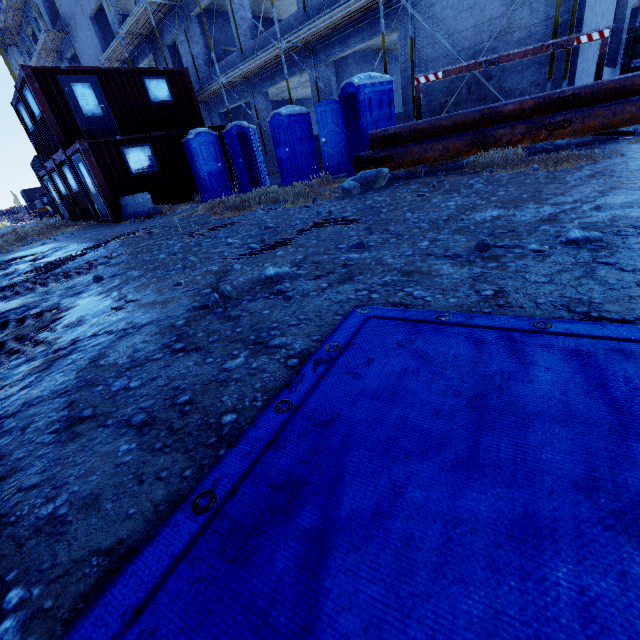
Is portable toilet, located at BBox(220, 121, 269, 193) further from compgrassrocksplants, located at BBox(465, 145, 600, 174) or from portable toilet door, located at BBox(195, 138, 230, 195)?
compgrassrocksplants, located at BBox(465, 145, 600, 174)

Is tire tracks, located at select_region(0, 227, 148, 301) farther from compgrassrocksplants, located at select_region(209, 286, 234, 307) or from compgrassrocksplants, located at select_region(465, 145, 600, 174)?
compgrassrocksplants, located at select_region(465, 145, 600, 174)

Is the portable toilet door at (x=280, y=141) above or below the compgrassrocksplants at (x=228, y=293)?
above

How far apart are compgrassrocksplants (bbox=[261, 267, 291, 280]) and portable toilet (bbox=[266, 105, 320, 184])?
10.03m

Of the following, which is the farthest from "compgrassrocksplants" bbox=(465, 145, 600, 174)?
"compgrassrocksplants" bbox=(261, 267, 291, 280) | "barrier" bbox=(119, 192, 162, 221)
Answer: "barrier" bbox=(119, 192, 162, 221)

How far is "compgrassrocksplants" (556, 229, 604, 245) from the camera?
2.0m

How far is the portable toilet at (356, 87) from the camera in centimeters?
831cm

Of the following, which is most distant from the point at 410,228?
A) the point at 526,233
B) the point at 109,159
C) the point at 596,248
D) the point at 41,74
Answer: the point at 41,74
